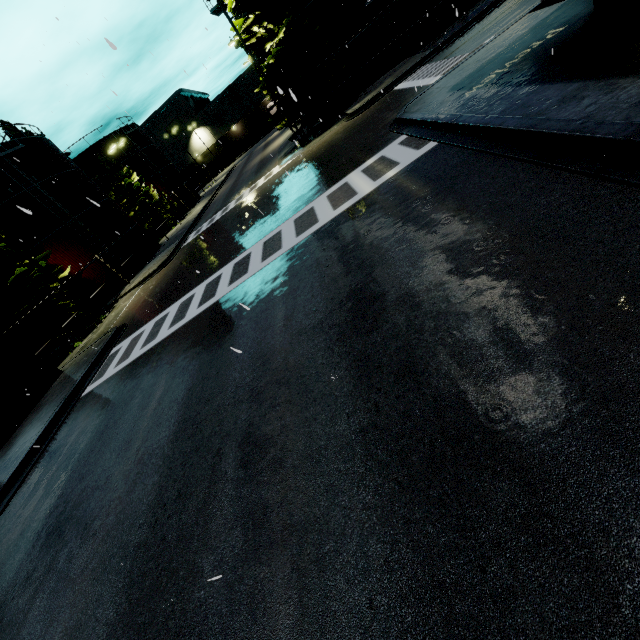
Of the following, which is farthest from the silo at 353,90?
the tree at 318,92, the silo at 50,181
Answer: the silo at 50,181

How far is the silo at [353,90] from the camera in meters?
23.3 m

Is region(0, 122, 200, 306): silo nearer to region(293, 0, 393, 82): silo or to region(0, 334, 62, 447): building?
region(293, 0, 393, 82): silo

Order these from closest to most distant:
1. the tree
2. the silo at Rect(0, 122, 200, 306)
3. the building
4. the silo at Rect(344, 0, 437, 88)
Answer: the building → the tree → the silo at Rect(344, 0, 437, 88) → the silo at Rect(0, 122, 200, 306)

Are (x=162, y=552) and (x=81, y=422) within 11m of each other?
yes

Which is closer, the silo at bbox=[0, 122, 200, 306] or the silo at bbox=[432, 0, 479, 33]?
the silo at bbox=[432, 0, 479, 33]

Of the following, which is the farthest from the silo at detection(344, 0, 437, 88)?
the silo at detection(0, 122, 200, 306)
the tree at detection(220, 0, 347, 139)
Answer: the silo at detection(0, 122, 200, 306)
